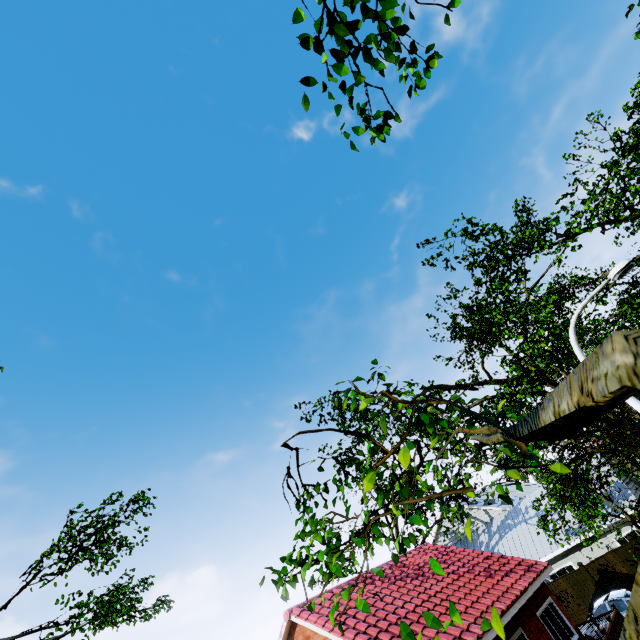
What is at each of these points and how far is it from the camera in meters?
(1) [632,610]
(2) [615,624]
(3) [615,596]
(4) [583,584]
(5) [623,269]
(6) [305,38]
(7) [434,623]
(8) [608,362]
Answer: (1) tree, 0.8 m
(2) wooden rail, 12.3 m
(3) car, 15.2 m
(4) fence, 19.0 m
(5) street light, 7.5 m
(6) tree, 2.3 m
(7) tree, 1.9 m
(8) tree, 0.8 m

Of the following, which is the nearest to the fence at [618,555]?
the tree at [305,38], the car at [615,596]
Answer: the tree at [305,38]

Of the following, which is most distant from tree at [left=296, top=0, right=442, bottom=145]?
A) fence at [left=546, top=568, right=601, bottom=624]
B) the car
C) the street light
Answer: fence at [left=546, top=568, right=601, bottom=624]

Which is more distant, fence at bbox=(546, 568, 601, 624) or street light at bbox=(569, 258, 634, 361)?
fence at bbox=(546, 568, 601, 624)

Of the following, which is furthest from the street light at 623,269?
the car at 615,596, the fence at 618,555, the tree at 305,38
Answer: the fence at 618,555

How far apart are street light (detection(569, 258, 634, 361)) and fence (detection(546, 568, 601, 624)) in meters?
19.3

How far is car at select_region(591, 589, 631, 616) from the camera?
14.9m
